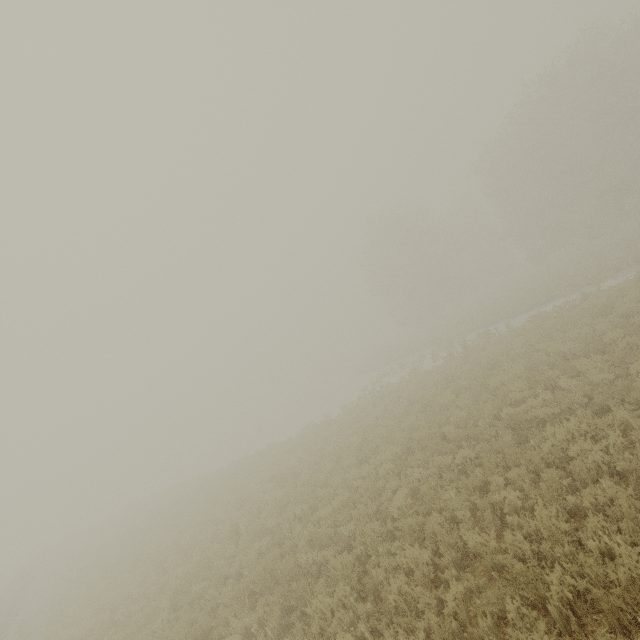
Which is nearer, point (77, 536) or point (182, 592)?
point (182, 592)
